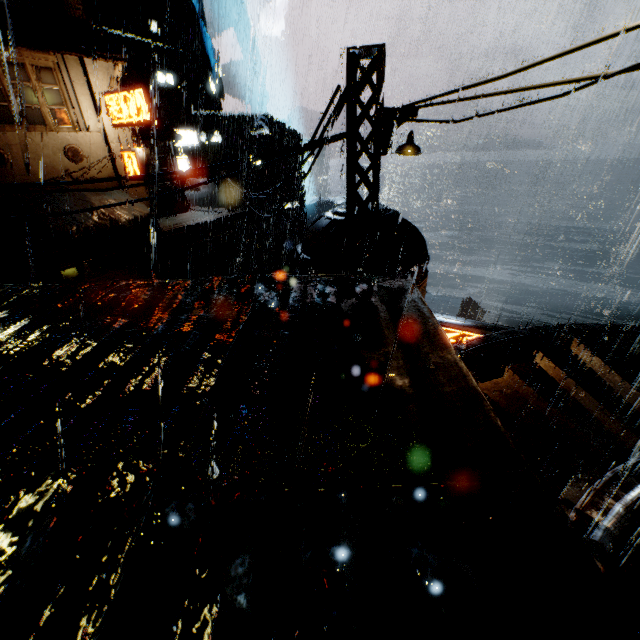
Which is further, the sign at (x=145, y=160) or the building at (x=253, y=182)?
the building at (x=253, y=182)

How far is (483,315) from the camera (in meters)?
34.44

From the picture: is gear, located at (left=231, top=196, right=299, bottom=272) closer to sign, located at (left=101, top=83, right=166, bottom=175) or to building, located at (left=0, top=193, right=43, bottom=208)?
building, located at (left=0, top=193, right=43, bottom=208)

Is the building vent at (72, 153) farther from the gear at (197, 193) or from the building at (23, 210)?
the gear at (197, 193)

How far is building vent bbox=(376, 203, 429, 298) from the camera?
8.89m

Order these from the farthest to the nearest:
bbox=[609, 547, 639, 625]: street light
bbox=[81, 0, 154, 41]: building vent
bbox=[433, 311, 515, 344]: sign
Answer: bbox=[81, 0, 154, 41]: building vent
bbox=[433, 311, 515, 344]: sign
bbox=[609, 547, 639, 625]: street light

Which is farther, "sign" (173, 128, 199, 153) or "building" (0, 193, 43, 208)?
"sign" (173, 128, 199, 153)

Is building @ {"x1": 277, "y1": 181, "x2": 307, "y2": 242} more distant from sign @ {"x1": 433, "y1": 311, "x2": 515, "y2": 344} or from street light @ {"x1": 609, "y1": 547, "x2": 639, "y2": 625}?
street light @ {"x1": 609, "y1": 547, "x2": 639, "y2": 625}
